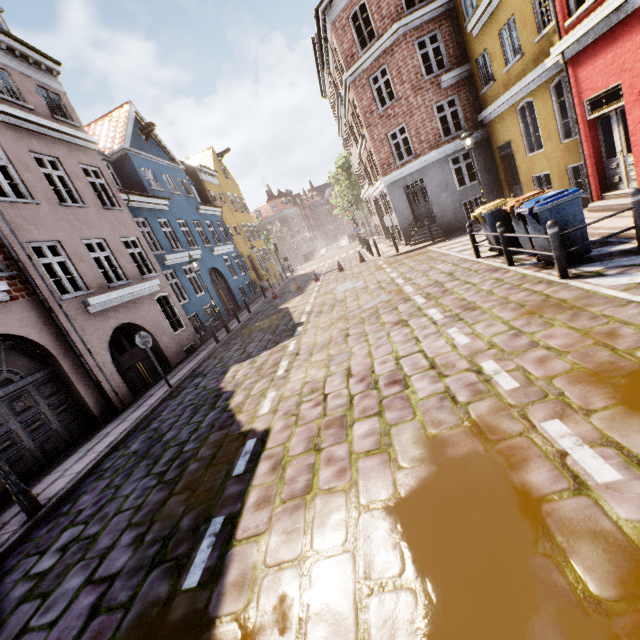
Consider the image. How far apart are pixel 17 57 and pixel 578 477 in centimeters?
1855cm

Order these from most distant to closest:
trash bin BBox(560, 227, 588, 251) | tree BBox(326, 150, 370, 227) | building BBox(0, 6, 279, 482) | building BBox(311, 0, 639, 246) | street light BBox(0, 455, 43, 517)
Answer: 1. tree BBox(326, 150, 370, 227)
2. building BBox(0, 6, 279, 482)
3. building BBox(311, 0, 639, 246)
4. trash bin BBox(560, 227, 588, 251)
5. street light BBox(0, 455, 43, 517)

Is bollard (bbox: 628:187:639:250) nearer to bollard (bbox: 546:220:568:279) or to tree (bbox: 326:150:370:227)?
bollard (bbox: 546:220:568:279)

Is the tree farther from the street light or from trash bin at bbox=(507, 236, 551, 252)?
the street light

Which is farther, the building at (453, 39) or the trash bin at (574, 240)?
the building at (453, 39)

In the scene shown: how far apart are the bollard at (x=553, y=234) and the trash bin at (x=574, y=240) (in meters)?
0.49

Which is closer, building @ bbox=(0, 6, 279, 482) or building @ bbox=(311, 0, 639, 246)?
building @ bbox=(311, 0, 639, 246)

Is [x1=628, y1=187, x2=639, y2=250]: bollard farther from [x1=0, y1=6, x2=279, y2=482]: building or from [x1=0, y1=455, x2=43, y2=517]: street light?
[x1=0, y1=6, x2=279, y2=482]: building
